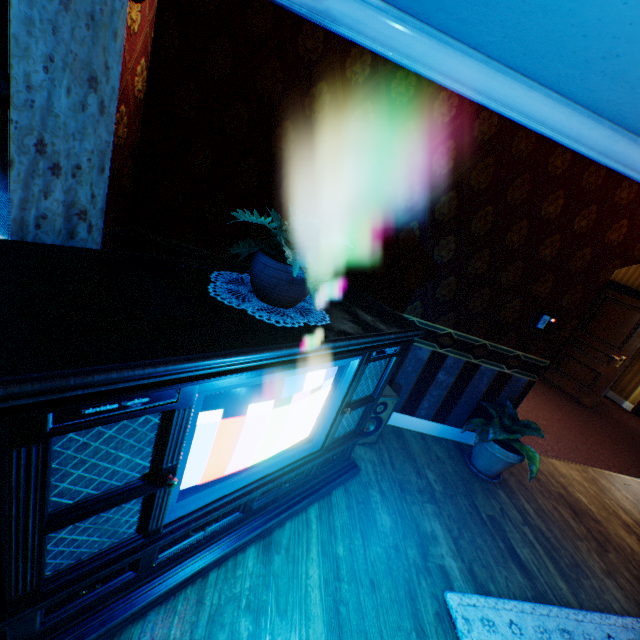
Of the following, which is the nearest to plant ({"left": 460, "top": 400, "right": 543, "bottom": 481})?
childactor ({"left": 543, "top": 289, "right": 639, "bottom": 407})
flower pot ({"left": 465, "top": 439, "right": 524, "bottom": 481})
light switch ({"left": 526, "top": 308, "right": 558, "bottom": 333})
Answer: flower pot ({"left": 465, "top": 439, "right": 524, "bottom": 481})

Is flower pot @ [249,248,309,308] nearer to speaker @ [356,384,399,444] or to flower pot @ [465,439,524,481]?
speaker @ [356,384,399,444]

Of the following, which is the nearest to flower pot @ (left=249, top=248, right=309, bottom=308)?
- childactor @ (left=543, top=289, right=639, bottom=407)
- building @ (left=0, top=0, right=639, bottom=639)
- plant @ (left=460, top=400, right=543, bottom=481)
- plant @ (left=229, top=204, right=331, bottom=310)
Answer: plant @ (left=229, top=204, right=331, bottom=310)

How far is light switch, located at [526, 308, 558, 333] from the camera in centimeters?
316cm

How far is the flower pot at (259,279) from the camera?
1.5m

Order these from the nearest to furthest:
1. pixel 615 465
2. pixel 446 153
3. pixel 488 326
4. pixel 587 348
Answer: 1. pixel 446 153
2. pixel 488 326
3. pixel 615 465
4. pixel 587 348

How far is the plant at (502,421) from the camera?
2.99m

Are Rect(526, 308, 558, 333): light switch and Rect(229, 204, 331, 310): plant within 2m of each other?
no
